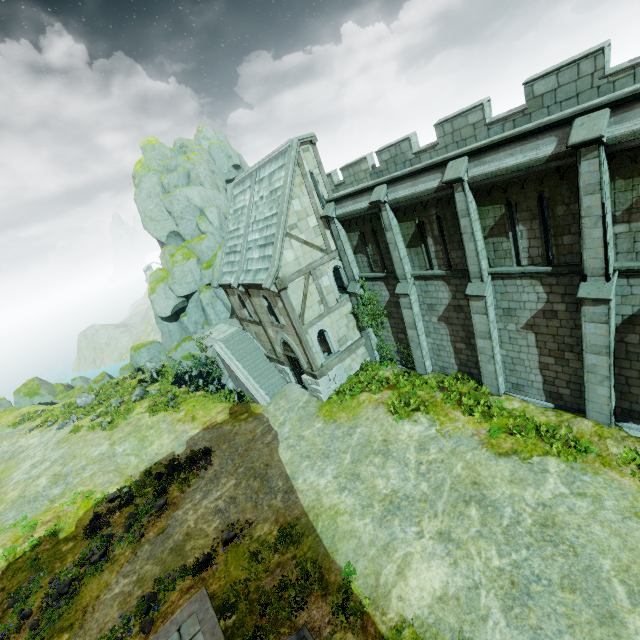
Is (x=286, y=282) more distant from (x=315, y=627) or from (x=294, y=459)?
(x=315, y=627)

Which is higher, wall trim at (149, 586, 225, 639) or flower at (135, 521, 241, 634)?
wall trim at (149, 586, 225, 639)

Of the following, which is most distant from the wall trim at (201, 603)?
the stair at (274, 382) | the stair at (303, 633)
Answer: the stair at (274, 382)

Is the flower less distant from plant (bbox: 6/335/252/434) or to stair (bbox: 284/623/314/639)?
stair (bbox: 284/623/314/639)

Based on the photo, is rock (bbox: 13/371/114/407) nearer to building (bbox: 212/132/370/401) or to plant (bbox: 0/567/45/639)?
building (bbox: 212/132/370/401)

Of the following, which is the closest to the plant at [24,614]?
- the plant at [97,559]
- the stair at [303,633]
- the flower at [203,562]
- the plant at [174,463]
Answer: the plant at [97,559]

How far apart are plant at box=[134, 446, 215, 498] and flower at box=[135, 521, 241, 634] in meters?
5.2

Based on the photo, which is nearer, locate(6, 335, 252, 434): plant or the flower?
the flower
